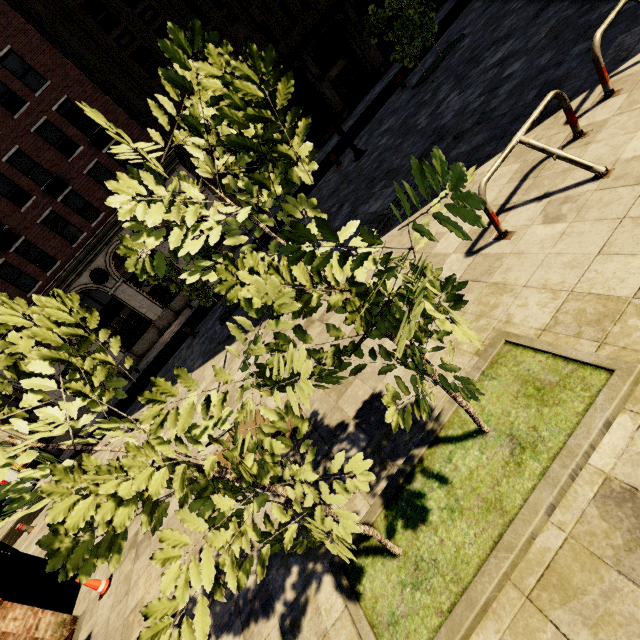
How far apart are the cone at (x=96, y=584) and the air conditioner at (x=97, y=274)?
19.59m

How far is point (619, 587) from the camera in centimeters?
157cm

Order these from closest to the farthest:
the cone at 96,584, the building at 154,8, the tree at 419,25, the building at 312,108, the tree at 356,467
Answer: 1. the tree at 356,467
2. the cone at 96,584
3. the tree at 419,25
4. the building at 154,8
5. the building at 312,108

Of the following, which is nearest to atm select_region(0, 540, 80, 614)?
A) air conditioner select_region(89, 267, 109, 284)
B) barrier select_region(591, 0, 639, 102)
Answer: barrier select_region(591, 0, 639, 102)

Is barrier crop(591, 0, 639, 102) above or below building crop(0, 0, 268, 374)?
below

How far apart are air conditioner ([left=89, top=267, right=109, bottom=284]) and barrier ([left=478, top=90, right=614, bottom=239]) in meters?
23.2

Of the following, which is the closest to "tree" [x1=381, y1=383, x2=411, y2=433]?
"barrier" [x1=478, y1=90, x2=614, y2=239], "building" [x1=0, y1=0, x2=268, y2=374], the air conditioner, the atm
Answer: "barrier" [x1=478, y1=90, x2=614, y2=239]

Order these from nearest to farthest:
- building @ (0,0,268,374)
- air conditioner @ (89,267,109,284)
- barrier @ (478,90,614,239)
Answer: barrier @ (478,90,614,239)
building @ (0,0,268,374)
air conditioner @ (89,267,109,284)
